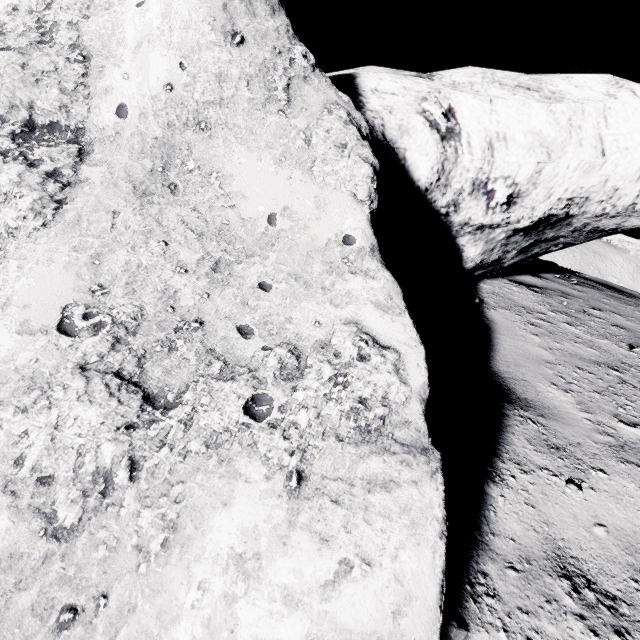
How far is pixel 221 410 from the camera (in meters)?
1.16
